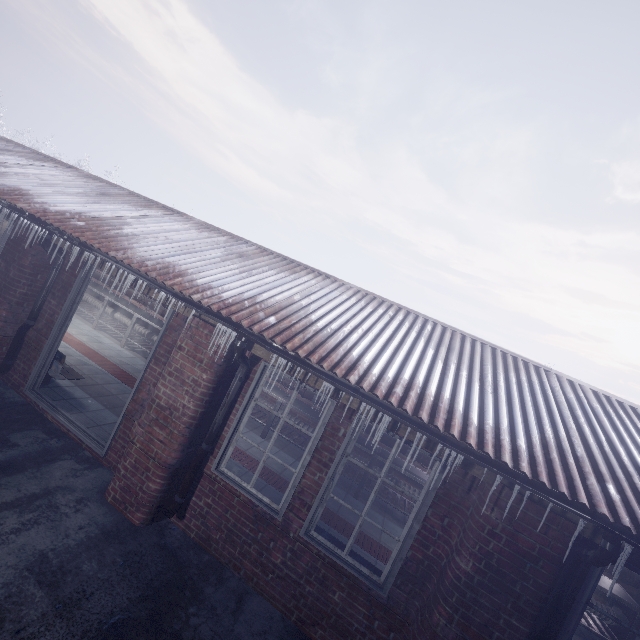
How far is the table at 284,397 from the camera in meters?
6.1

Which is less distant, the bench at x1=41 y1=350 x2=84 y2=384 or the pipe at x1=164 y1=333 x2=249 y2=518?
the pipe at x1=164 y1=333 x2=249 y2=518

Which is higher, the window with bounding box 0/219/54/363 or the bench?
the window with bounding box 0/219/54/363

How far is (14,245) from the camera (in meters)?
4.27

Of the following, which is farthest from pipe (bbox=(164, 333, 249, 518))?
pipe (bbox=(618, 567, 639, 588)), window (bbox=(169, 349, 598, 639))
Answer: pipe (bbox=(618, 567, 639, 588))

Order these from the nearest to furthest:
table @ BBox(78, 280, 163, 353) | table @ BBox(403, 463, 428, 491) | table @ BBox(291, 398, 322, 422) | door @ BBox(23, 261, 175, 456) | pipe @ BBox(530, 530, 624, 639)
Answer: pipe @ BBox(530, 530, 624, 639)
door @ BBox(23, 261, 175, 456)
table @ BBox(403, 463, 428, 491)
table @ BBox(291, 398, 322, 422)
table @ BBox(78, 280, 163, 353)

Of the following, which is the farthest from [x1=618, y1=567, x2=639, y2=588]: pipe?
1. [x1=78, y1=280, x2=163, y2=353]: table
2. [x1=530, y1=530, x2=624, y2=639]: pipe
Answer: [x1=530, y1=530, x2=624, y2=639]: pipe

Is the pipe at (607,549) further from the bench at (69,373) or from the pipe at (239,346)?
the bench at (69,373)
